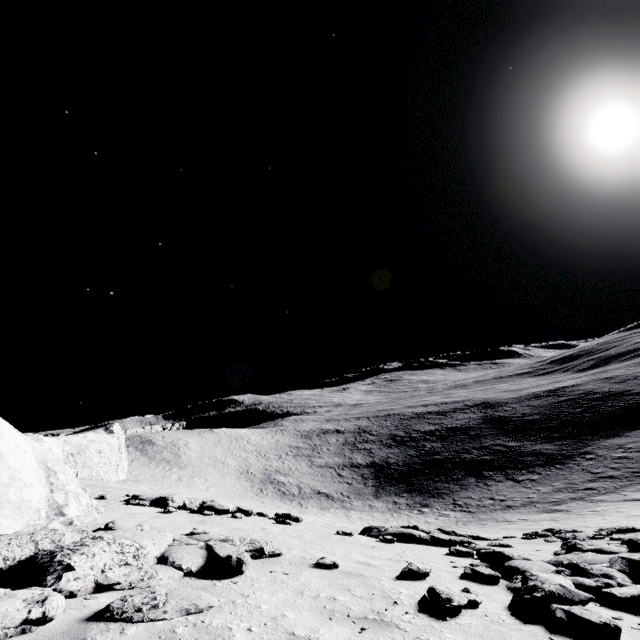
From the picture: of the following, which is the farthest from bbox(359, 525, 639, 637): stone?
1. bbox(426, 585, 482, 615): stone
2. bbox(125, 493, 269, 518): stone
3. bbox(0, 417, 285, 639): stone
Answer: bbox(125, 493, 269, 518): stone

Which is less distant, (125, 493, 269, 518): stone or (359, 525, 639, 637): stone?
(359, 525, 639, 637): stone

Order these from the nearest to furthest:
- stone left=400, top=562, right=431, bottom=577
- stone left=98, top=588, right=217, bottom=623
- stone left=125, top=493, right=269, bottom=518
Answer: stone left=98, top=588, right=217, bottom=623
stone left=400, top=562, right=431, bottom=577
stone left=125, top=493, right=269, bottom=518

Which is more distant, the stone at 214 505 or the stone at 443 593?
the stone at 214 505

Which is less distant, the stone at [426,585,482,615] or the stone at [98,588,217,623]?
the stone at [98,588,217,623]

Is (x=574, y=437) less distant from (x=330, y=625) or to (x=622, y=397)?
(x=622, y=397)

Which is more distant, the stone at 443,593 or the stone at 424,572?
the stone at 424,572

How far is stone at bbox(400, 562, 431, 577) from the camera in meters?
5.5
